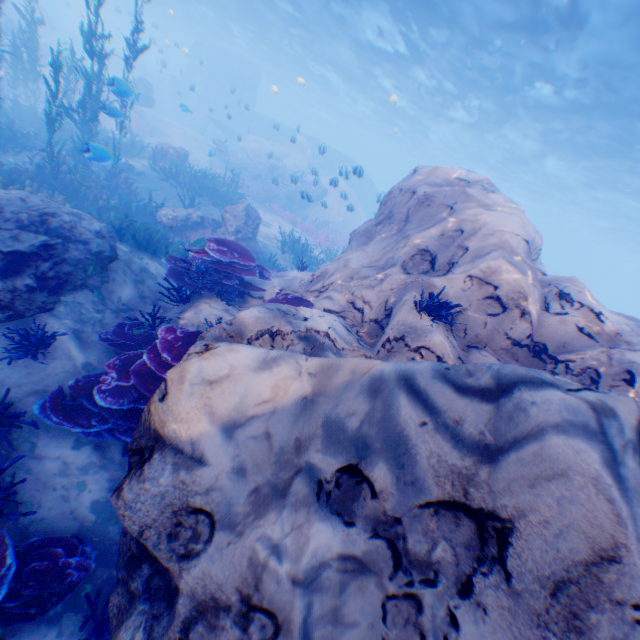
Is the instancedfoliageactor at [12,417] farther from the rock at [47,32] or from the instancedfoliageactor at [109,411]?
the instancedfoliageactor at [109,411]

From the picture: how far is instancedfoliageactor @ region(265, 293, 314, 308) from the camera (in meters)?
5.52

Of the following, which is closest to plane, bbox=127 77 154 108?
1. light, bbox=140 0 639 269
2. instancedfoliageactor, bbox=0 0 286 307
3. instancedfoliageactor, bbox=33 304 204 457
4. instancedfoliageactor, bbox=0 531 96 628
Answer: instancedfoliageactor, bbox=0 0 286 307

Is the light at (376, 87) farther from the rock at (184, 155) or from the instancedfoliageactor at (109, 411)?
the instancedfoliageactor at (109, 411)

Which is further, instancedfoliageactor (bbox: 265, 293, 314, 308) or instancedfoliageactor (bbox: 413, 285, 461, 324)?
instancedfoliageactor (bbox: 265, 293, 314, 308)

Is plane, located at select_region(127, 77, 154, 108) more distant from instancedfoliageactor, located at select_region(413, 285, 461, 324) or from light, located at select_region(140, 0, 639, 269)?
light, located at select_region(140, 0, 639, 269)

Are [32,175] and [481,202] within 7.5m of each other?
no

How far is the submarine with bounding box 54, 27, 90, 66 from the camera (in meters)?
39.06
